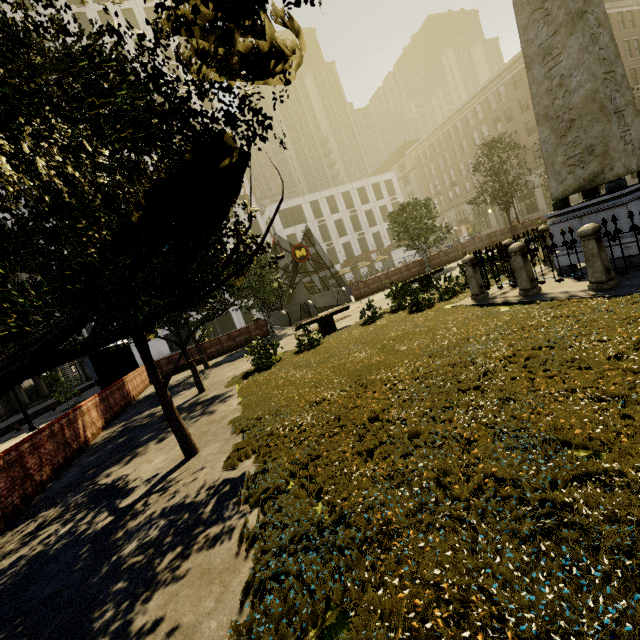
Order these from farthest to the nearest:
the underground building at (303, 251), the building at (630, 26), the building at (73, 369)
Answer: the building at (73, 369) → the building at (630, 26) → the underground building at (303, 251)

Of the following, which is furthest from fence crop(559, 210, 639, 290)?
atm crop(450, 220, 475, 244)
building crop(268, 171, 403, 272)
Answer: atm crop(450, 220, 475, 244)

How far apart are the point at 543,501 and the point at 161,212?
3.3m

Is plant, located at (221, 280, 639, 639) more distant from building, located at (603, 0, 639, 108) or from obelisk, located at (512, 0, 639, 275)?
building, located at (603, 0, 639, 108)

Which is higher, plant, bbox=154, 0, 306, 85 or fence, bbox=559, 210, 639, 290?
plant, bbox=154, 0, 306, 85

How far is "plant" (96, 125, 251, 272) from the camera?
1.3 meters

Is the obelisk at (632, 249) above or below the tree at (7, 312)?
below

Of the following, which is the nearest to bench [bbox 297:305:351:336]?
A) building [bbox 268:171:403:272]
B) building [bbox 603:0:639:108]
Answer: building [bbox 603:0:639:108]
